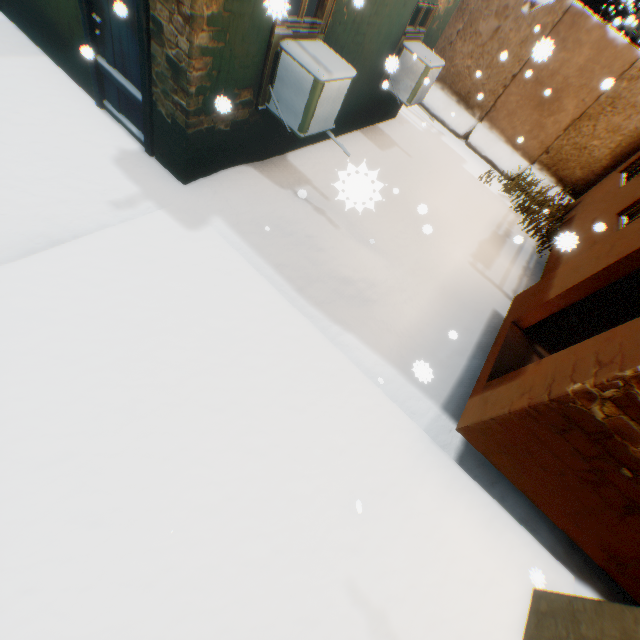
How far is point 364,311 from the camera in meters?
4.8

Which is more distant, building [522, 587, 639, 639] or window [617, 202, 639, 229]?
window [617, 202, 639, 229]

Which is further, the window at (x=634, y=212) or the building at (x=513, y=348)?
the window at (x=634, y=212)

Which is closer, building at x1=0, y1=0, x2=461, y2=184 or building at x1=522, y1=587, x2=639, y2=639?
building at x1=522, y1=587, x2=639, y2=639

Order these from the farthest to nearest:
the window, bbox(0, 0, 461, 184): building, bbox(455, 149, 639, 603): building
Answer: the window, bbox(0, 0, 461, 184): building, bbox(455, 149, 639, 603): building

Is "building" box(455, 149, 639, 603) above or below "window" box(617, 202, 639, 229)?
below

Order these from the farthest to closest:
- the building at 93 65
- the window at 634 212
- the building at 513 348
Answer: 1. the window at 634 212
2. the building at 93 65
3. the building at 513 348
